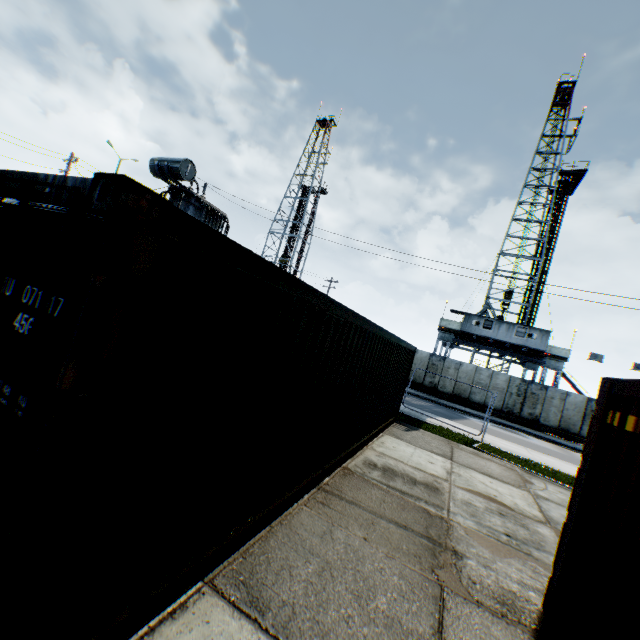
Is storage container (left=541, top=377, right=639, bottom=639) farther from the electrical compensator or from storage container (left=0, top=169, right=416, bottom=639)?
the electrical compensator

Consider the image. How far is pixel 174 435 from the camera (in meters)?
2.32

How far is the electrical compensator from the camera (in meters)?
12.15

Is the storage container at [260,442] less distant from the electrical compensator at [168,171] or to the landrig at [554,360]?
the electrical compensator at [168,171]

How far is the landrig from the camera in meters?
28.2

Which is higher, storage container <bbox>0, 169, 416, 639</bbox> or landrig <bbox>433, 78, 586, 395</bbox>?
landrig <bbox>433, 78, 586, 395</bbox>

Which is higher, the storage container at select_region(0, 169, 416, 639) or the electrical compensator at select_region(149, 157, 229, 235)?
the electrical compensator at select_region(149, 157, 229, 235)

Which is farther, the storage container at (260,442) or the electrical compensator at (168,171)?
the electrical compensator at (168,171)
